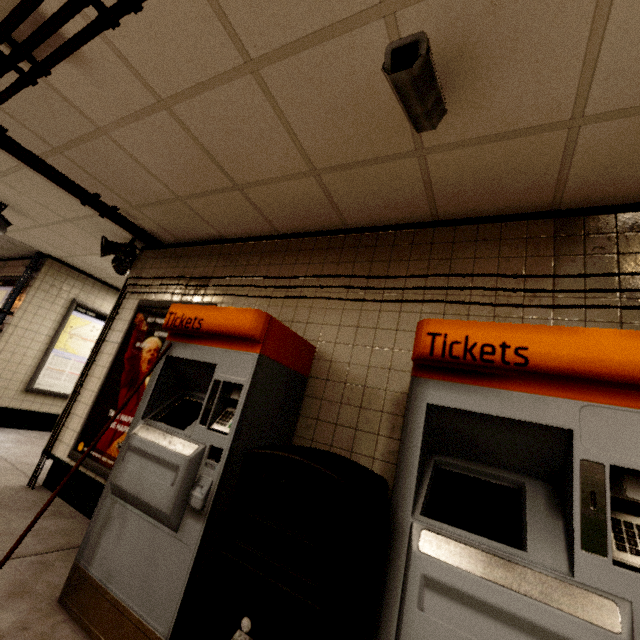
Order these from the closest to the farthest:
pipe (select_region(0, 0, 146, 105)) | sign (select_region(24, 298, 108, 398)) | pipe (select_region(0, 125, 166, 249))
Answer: pipe (select_region(0, 0, 146, 105))
pipe (select_region(0, 125, 166, 249))
sign (select_region(24, 298, 108, 398))

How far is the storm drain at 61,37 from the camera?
1.67m

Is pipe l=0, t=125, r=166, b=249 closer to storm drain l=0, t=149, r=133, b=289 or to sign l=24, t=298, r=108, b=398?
storm drain l=0, t=149, r=133, b=289

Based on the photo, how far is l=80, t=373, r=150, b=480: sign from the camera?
2.99m

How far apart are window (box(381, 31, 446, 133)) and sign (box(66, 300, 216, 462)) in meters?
2.4

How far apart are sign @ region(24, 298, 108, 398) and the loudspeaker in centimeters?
242cm

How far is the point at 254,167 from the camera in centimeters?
242cm

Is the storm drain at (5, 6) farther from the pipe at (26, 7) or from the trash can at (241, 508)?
the trash can at (241, 508)
